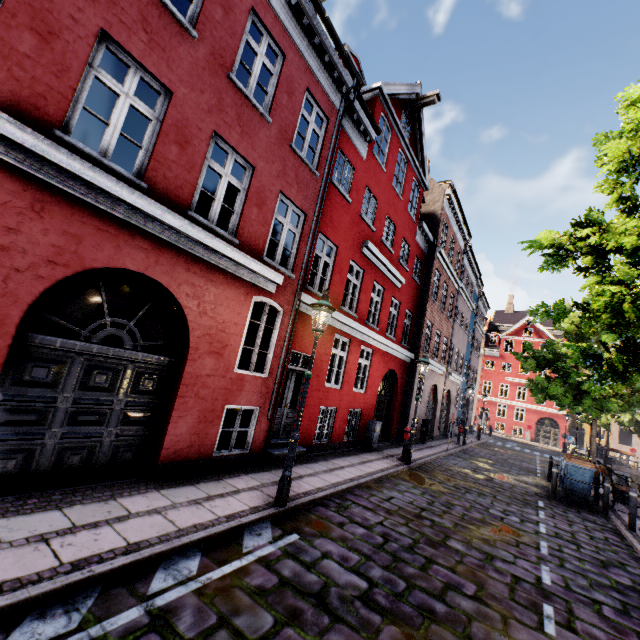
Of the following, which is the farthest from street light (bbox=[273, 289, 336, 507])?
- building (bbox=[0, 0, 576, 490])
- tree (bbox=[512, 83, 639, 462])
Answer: building (bbox=[0, 0, 576, 490])

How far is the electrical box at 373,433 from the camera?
12.52m

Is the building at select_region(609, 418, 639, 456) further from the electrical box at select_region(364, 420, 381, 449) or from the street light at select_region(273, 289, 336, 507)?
the street light at select_region(273, 289, 336, 507)

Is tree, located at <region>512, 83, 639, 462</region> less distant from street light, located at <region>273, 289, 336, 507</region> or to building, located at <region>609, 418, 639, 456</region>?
street light, located at <region>273, 289, 336, 507</region>

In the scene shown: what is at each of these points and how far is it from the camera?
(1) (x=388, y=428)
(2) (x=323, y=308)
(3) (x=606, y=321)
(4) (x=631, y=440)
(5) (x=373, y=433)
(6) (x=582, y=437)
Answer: (1) building, 15.66m
(2) street light, 6.05m
(3) tree, 5.92m
(4) building, 35.34m
(5) electrical box, 12.55m
(6) building, 42.41m

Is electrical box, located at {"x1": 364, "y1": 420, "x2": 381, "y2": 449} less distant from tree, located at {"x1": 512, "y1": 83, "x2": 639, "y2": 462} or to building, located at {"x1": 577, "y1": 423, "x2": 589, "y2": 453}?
building, located at {"x1": 577, "y1": 423, "x2": 589, "y2": 453}

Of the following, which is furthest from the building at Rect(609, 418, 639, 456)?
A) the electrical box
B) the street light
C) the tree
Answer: the tree

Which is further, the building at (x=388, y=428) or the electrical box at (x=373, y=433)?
the electrical box at (x=373, y=433)
